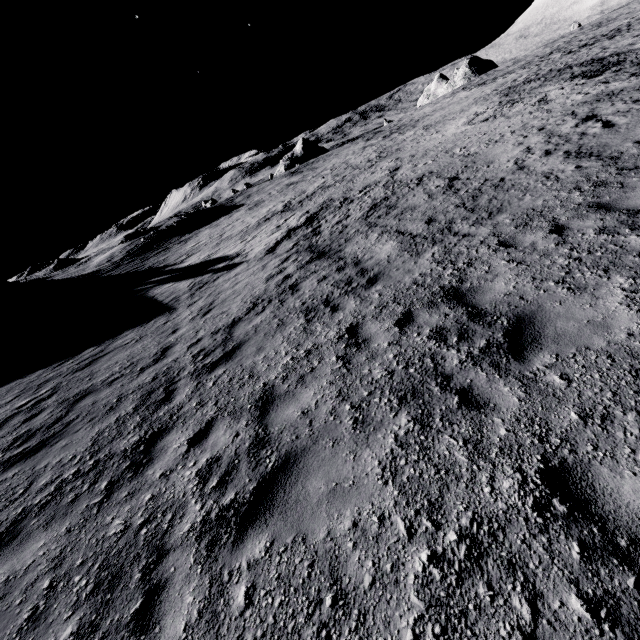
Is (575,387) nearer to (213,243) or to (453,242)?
(453,242)
